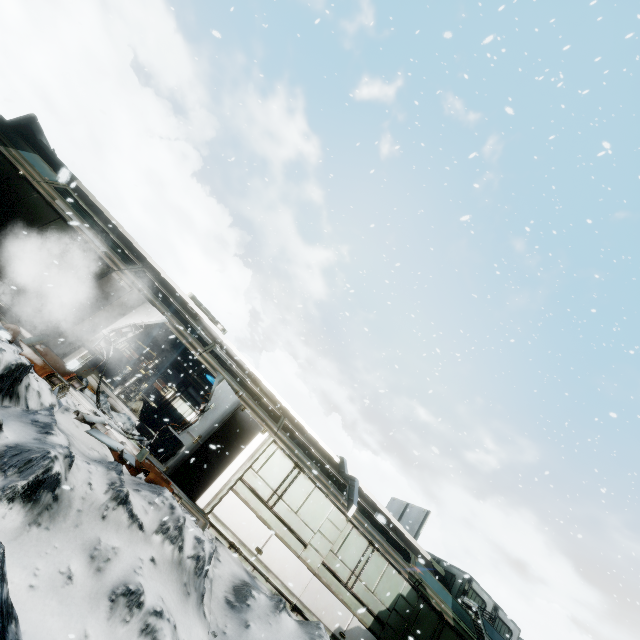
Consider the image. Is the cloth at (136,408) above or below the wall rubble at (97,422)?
above

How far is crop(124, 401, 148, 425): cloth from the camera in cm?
1477

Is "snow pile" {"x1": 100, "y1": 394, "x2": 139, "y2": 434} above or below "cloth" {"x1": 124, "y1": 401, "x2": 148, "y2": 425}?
below

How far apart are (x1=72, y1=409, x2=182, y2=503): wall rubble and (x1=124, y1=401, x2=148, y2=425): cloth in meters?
7.3 m

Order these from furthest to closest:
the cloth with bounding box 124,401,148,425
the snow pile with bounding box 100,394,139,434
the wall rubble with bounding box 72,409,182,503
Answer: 1. the cloth with bounding box 124,401,148,425
2. the snow pile with bounding box 100,394,139,434
3. the wall rubble with bounding box 72,409,182,503

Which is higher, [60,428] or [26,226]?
[26,226]

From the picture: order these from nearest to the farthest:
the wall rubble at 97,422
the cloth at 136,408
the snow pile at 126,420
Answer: the wall rubble at 97,422 → the snow pile at 126,420 → the cloth at 136,408

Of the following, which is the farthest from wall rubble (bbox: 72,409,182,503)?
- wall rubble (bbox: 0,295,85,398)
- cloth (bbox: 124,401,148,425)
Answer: cloth (bbox: 124,401,148,425)
